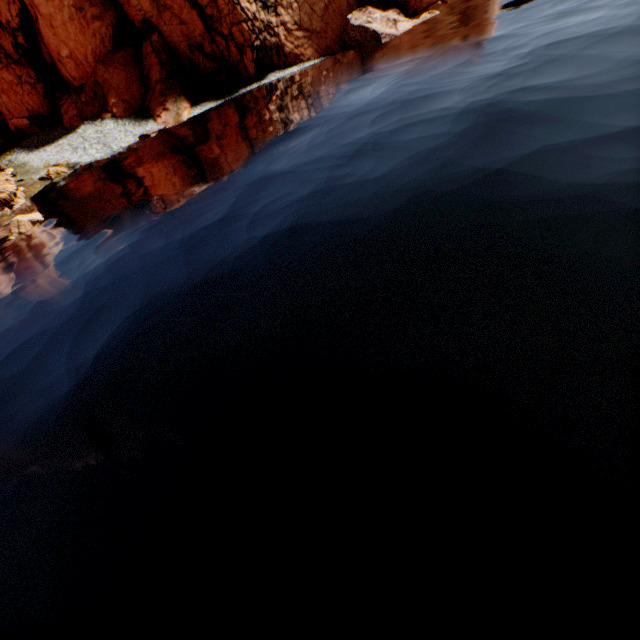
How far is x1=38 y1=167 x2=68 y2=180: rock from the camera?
31.5 meters

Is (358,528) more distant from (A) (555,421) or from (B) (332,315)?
(B) (332,315)

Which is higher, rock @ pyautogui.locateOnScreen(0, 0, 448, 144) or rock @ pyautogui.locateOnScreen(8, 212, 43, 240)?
rock @ pyautogui.locateOnScreen(0, 0, 448, 144)

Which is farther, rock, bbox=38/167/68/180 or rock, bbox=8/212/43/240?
rock, bbox=38/167/68/180

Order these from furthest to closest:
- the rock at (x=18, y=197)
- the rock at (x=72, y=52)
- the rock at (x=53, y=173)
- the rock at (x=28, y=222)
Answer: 1. the rock at (x=72, y=52)
2. the rock at (x=53, y=173)
3. the rock at (x=18, y=197)
4. the rock at (x=28, y=222)

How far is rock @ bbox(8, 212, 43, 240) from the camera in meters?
21.6

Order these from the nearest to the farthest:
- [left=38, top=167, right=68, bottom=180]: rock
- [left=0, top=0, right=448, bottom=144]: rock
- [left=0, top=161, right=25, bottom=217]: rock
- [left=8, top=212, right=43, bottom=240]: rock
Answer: [left=8, top=212, right=43, bottom=240]: rock, [left=0, top=161, right=25, bottom=217]: rock, [left=38, top=167, right=68, bottom=180]: rock, [left=0, top=0, right=448, bottom=144]: rock

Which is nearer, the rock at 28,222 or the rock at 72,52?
the rock at 28,222
